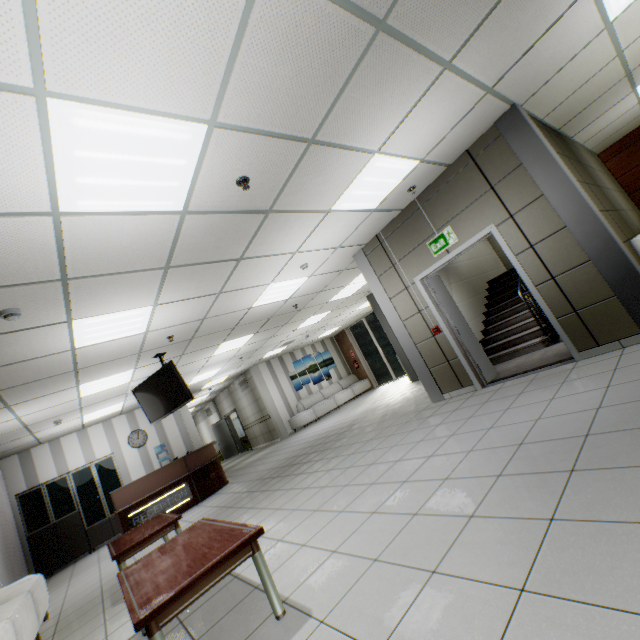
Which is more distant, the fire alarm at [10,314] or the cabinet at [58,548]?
the cabinet at [58,548]

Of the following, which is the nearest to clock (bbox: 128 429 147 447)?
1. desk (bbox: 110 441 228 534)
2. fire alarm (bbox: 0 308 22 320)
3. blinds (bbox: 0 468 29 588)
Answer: desk (bbox: 110 441 228 534)

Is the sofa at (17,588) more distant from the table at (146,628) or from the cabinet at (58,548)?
the cabinet at (58,548)

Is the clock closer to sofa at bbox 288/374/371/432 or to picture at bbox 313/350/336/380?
sofa at bbox 288/374/371/432

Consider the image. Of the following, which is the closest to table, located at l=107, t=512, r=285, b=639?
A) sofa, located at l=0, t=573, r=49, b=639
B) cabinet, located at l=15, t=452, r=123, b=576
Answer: sofa, located at l=0, t=573, r=49, b=639

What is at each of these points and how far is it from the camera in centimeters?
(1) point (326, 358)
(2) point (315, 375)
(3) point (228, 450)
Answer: (1) picture, 1609cm
(2) picture, 1530cm
(3) door, 1741cm

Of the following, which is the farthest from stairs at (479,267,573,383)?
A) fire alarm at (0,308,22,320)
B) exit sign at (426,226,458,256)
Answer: fire alarm at (0,308,22,320)

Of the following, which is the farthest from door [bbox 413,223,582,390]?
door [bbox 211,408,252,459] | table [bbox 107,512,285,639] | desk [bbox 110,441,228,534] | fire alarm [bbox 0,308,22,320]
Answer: door [bbox 211,408,252,459]
